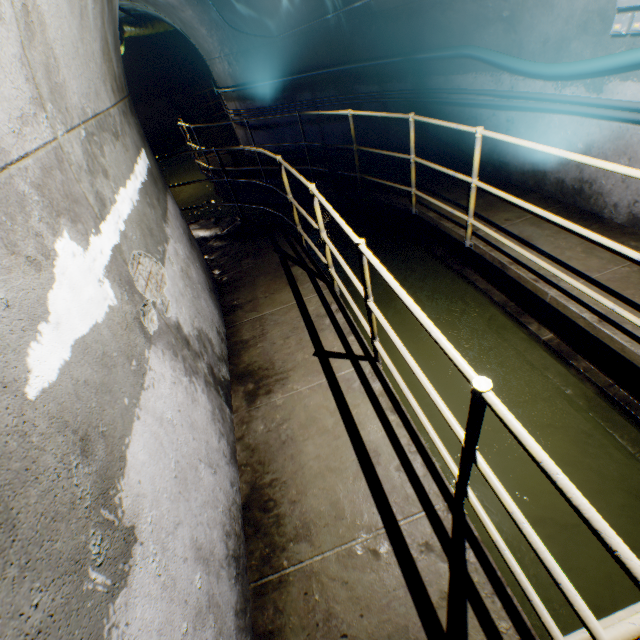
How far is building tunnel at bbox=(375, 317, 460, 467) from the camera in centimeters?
322cm

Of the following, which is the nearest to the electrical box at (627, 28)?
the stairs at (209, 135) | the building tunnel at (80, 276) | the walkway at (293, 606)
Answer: the building tunnel at (80, 276)

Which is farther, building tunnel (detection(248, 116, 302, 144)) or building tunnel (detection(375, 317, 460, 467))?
building tunnel (detection(248, 116, 302, 144))

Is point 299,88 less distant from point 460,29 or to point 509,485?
point 460,29

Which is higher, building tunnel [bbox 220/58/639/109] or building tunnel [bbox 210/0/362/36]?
building tunnel [bbox 210/0/362/36]

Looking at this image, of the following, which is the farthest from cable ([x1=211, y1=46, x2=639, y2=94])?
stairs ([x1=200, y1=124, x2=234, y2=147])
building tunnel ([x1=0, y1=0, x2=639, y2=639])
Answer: stairs ([x1=200, y1=124, x2=234, y2=147])

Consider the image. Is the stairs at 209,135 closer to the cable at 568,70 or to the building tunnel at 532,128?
the building tunnel at 532,128

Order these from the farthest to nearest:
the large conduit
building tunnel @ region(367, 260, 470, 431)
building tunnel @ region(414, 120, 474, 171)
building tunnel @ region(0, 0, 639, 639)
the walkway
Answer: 1. the large conduit
2. building tunnel @ region(414, 120, 474, 171)
3. building tunnel @ region(367, 260, 470, 431)
4. the walkway
5. building tunnel @ region(0, 0, 639, 639)
